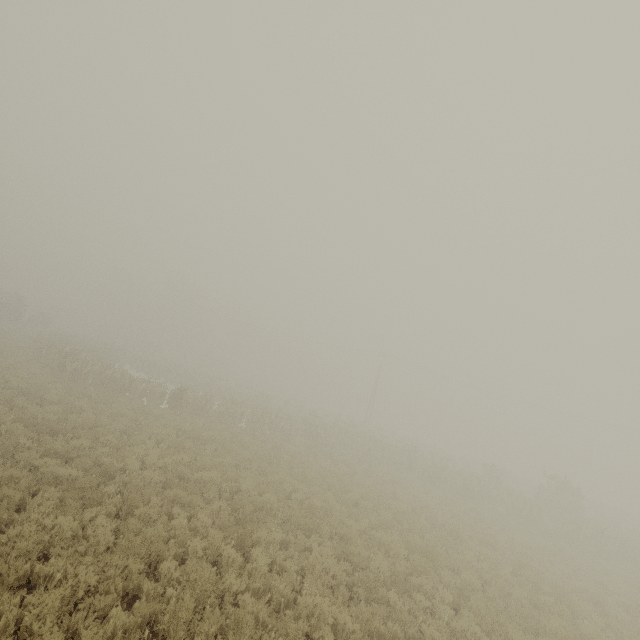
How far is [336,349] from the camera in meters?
53.9
